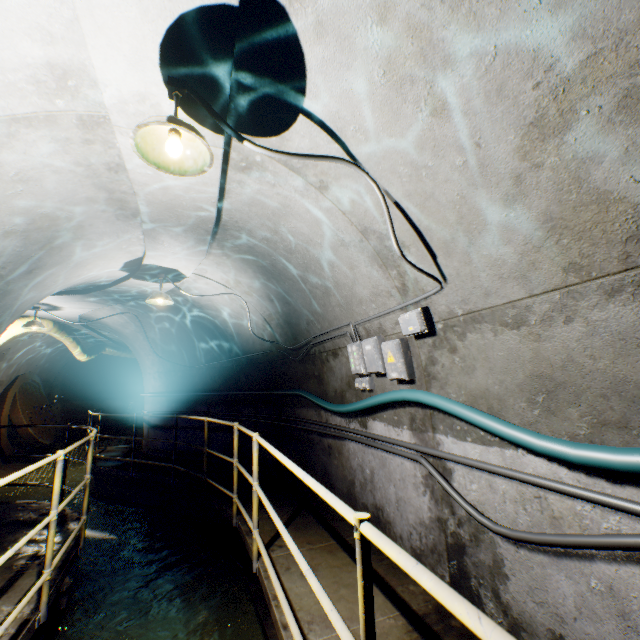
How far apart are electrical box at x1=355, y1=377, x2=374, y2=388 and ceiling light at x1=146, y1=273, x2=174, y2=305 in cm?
326

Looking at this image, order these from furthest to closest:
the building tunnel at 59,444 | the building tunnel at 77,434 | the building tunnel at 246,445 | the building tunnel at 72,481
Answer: the building tunnel at 77,434
the building tunnel at 59,444
the building tunnel at 72,481
the building tunnel at 246,445

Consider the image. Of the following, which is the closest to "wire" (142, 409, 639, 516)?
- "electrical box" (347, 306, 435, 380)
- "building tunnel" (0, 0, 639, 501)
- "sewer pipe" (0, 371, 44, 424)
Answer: "building tunnel" (0, 0, 639, 501)

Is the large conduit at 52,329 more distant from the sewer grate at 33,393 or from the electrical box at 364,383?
the electrical box at 364,383

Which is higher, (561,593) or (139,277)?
(139,277)

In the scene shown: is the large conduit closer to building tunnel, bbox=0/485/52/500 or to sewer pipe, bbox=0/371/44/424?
building tunnel, bbox=0/485/52/500

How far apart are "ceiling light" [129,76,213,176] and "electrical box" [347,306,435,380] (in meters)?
2.17

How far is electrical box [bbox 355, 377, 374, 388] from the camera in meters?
3.8
